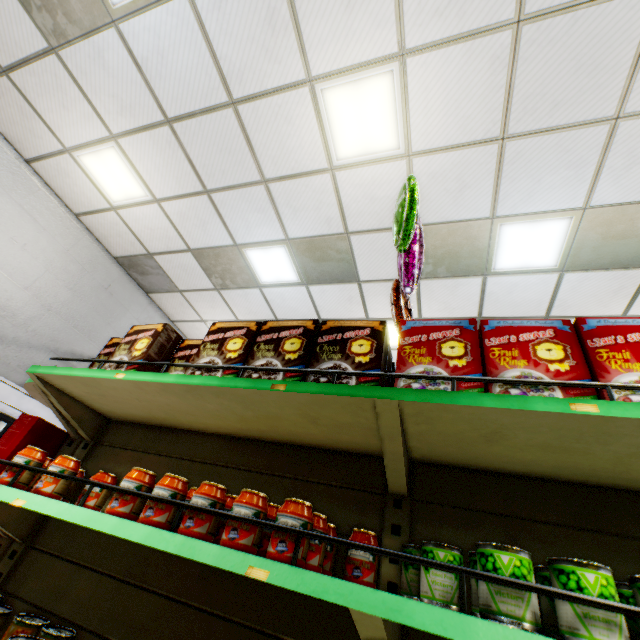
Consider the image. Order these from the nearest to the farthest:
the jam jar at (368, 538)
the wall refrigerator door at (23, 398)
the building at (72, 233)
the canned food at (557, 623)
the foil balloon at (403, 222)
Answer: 1. the canned food at (557, 623)
2. the jam jar at (368, 538)
3. the foil balloon at (403, 222)
4. the building at (72, 233)
5. the wall refrigerator door at (23, 398)

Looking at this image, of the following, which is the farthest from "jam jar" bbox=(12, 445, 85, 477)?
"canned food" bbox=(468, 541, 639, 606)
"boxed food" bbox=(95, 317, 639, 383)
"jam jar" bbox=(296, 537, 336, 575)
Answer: "canned food" bbox=(468, 541, 639, 606)

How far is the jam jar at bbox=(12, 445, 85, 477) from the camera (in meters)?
1.54

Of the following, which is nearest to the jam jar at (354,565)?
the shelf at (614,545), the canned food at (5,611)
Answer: the shelf at (614,545)

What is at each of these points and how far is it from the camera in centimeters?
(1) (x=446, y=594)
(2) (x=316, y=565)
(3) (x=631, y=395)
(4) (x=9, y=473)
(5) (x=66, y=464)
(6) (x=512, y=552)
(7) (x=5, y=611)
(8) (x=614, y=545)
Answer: (1) canned food, 99cm
(2) jam jar, 113cm
(3) boxed food, 102cm
(4) jam jar, 151cm
(5) jam jar, 155cm
(6) canned food, 86cm
(7) canned food, 145cm
(8) shelf, 120cm

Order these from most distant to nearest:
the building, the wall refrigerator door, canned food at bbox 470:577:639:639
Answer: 1. the wall refrigerator door
2. the building
3. canned food at bbox 470:577:639:639

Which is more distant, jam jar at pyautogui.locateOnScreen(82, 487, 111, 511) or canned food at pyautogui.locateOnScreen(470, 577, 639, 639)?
jam jar at pyautogui.locateOnScreen(82, 487, 111, 511)

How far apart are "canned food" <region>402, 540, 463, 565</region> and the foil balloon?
1.58m
